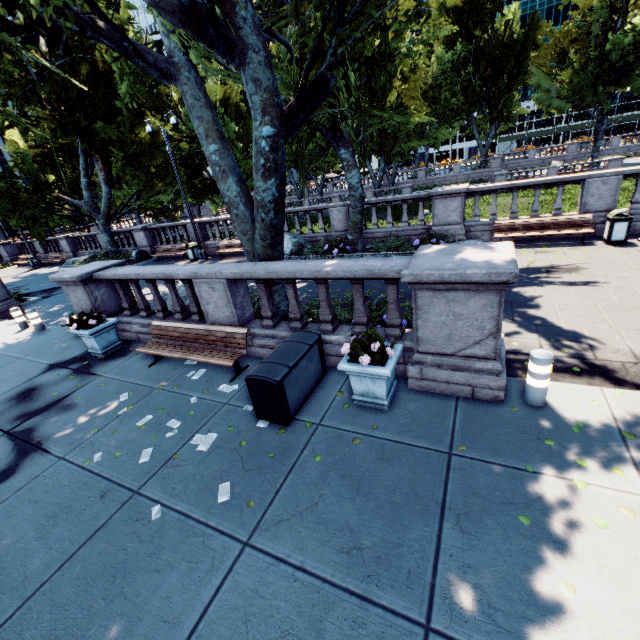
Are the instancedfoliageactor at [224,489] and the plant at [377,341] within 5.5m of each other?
yes

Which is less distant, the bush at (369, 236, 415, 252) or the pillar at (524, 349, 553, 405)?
the pillar at (524, 349, 553, 405)

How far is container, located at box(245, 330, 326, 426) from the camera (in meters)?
4.91

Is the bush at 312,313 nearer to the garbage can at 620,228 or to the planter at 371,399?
the planter at 371,399

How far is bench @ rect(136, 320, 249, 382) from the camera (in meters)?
6.57

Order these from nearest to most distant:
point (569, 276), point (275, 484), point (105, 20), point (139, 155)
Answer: point (275, 484)
point (105, 20)
point (569, 276)
point (139, 155)

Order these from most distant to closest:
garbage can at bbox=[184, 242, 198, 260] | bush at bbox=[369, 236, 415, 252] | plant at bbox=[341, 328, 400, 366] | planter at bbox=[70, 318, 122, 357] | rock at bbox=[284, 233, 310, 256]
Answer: garbage can at bbox=[184, 242, 198, 260], rock at bbox=[284, 233, 310, 256], bush at bbox=[369, 236, 415, 252], planter at bbox=[70, 318, 122, 357], plant at bbox=[341, 328, 400, 366]

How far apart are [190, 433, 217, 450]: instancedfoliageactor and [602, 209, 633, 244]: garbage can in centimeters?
1323cm
